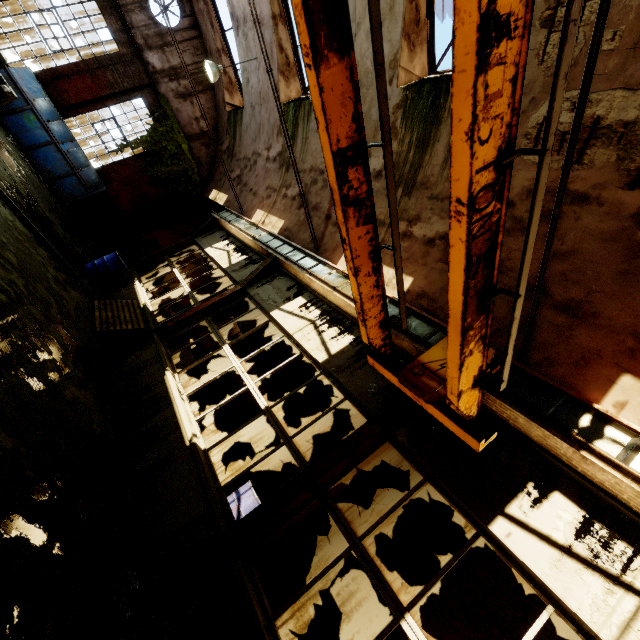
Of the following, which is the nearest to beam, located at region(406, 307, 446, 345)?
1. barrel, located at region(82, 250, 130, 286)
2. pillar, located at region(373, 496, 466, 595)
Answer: barrel, located at region(82, 250, 130, 286)

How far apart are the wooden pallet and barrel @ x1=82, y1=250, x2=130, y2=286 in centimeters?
159cm

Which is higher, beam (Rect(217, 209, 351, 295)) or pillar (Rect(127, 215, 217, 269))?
beam (Rect(217, 209, 351, 295))

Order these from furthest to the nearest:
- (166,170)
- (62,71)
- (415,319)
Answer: (166,170), (62,71), (415,319)

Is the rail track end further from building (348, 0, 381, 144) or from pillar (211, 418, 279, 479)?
pillar (211, 418, 279, 479)

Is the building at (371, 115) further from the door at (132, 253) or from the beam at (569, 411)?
the door at (132, 253)

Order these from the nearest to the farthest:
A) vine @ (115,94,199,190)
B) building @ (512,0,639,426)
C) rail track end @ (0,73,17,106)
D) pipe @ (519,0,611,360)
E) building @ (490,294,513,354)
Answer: pipe @ (519,0,611,360)
building @ (512,0,639,426)
building @ (490,294,513,354)
rail track end @ (0,73,17,106)
vine @ (115,94,199,190)

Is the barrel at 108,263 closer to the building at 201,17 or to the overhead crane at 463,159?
the building at 201,17
